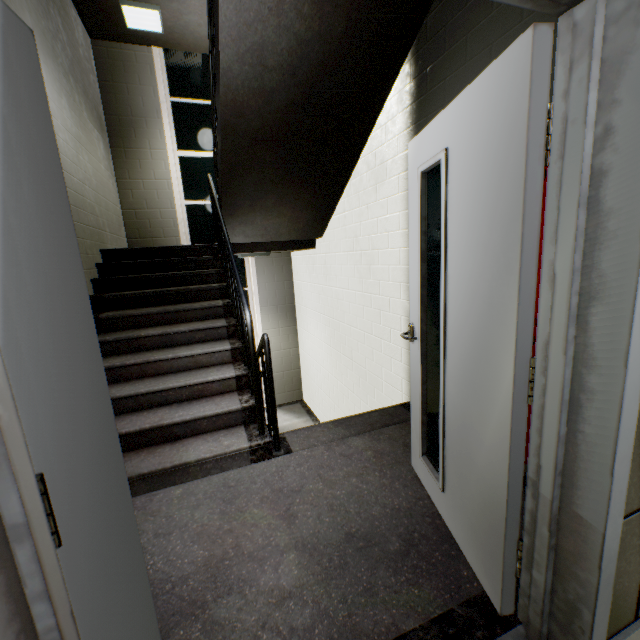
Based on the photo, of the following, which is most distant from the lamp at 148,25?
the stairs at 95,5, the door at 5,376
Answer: the door at 5,376

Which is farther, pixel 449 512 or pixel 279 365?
pixel 279 365

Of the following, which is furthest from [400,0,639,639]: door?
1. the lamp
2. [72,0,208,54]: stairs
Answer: the lamp

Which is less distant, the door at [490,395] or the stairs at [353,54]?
the door at [490,395]

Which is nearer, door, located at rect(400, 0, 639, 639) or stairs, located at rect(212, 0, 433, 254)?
door, located at rect(400, 0, 639, 639)

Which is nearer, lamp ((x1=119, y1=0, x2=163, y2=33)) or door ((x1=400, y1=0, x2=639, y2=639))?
door ((x1=400, y1=0, x2=639, y2=639))

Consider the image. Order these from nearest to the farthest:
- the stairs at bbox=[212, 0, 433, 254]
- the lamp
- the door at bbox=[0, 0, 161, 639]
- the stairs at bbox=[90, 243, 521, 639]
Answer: the door at bbox=[0, 0, 161, 639] < the stairs at bbox=[90, 243, 521, 639] < the stairs at bbox=[212, 0, 433, 254] < the lamp

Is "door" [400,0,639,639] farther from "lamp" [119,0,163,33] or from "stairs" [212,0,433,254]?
"lamp" [119,0,163,33]
